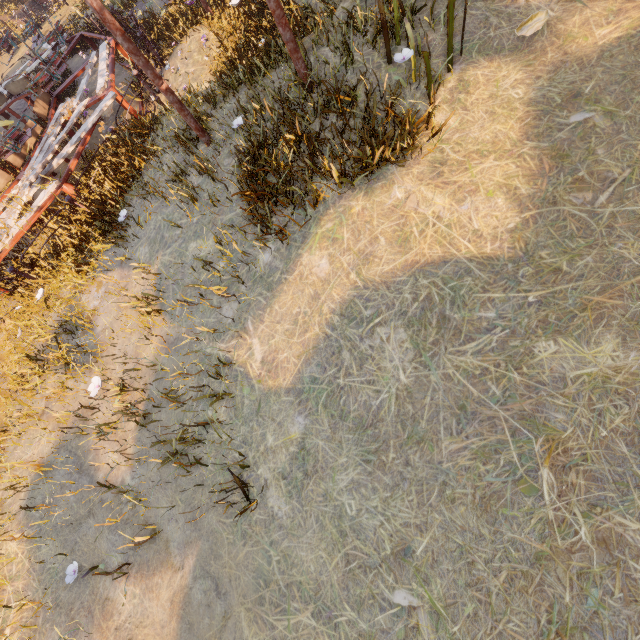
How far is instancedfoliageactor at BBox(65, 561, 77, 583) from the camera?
4.0 meters

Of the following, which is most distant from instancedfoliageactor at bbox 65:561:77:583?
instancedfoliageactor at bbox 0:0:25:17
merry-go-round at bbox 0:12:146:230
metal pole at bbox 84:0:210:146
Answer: instancedfoliageactor at bbox 0:0:25:17

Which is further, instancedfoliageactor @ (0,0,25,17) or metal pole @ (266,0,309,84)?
instancedfoliageactor @ (0,0,25,17)

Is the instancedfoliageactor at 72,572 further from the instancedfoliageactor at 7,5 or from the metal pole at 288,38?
the instancedfoliageactor at 7,5

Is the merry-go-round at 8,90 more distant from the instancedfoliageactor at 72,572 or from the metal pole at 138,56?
the instancedfoliageactor at 72,572

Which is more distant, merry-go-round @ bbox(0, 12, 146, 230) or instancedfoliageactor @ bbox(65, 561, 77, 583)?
merry-go-round @ bbox(0, 12, 146, 230)

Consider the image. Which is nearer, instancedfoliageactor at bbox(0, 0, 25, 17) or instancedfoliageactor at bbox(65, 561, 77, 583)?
instancedfoliageactor at bbox(65, 561, 77, 583)

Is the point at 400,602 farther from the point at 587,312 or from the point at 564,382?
the point at 587,312
